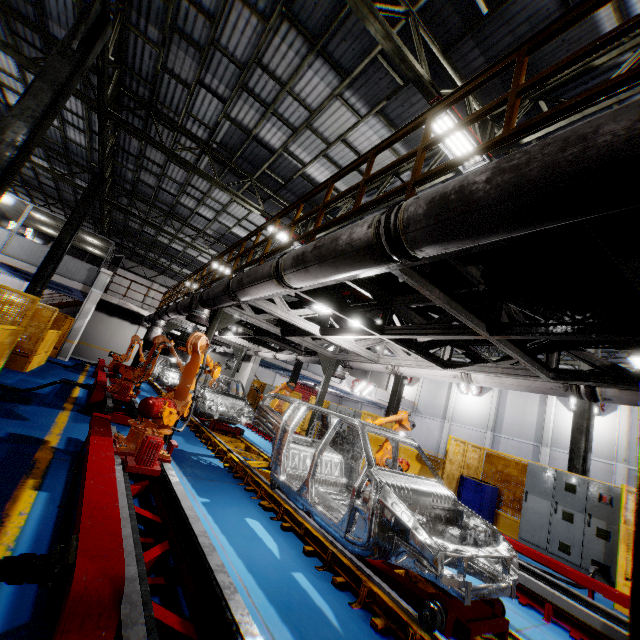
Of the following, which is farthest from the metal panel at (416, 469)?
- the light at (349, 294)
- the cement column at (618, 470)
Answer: the cement column at (618, 470)

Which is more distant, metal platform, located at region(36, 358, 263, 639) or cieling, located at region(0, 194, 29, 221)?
cieling, located at region(0, 194, 29, 221)

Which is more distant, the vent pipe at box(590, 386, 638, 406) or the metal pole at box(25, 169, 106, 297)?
the metal pole at box(25, 169, 106, 297)

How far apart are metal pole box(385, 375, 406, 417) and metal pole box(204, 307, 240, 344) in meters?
10.0 m

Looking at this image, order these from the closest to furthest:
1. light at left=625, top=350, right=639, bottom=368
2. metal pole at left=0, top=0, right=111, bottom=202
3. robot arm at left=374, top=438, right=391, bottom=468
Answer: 1. metal pole at left=0, top=0, right=111, bottom=202
2. robot arm at left=374, top=438, right=391, bottom=468
3. light at left=625, top=350, right=639, bottom=368

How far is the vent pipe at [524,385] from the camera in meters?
5.1 m

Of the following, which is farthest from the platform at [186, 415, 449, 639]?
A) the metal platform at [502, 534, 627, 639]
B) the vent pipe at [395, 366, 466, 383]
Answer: the vent pipe at [395, 366, 466, 383]

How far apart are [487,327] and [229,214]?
14.1 meters
